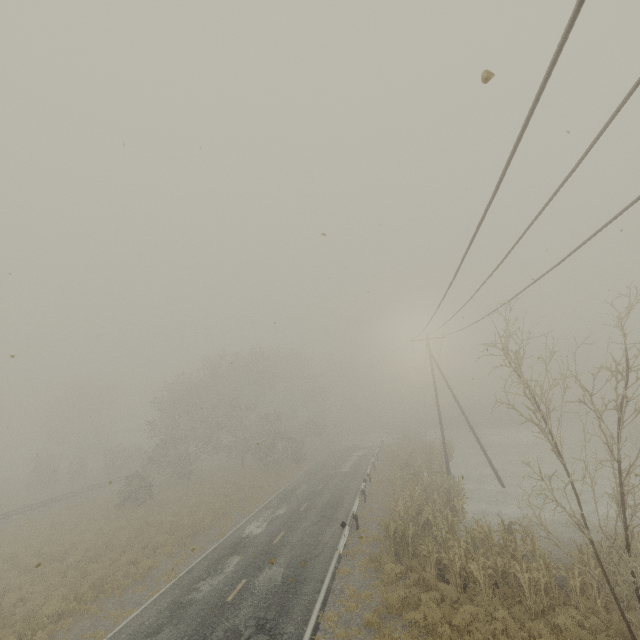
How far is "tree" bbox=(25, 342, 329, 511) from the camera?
34.34m

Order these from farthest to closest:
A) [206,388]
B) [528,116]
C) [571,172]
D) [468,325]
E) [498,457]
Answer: [206,388], [498,457], [468,325], [571,172], [528,116]

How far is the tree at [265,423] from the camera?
34.3 meters
